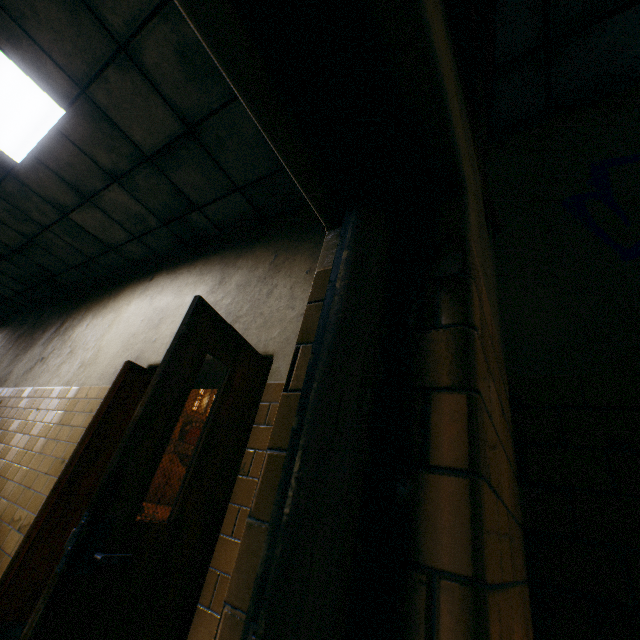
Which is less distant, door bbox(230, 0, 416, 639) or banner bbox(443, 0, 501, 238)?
door bbox(230, 0, 416, 639)

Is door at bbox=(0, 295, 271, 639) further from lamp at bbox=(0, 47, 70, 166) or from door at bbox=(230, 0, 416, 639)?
lamp at bbox=(0, 47, 70, 166)

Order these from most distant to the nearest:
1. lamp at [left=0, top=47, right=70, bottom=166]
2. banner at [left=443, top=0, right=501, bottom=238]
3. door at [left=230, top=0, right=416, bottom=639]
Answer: lamp at [left=0, top=47, right=70, bottom=166]
banner at [left=443, top=0, right=501, bottom=238]
door at [left=230, top=0, right=416, bottom=639]

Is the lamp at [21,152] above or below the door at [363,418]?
above

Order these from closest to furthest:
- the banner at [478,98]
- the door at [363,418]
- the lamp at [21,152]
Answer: the door at [363,418] → the banner at [478,98] → the lamp at [21,152]

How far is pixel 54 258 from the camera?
5.36m

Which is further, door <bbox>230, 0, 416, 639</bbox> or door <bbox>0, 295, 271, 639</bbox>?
door <bbox>0, 295, 271, 639</bbox>

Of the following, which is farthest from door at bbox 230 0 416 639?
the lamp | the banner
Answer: the lamp
